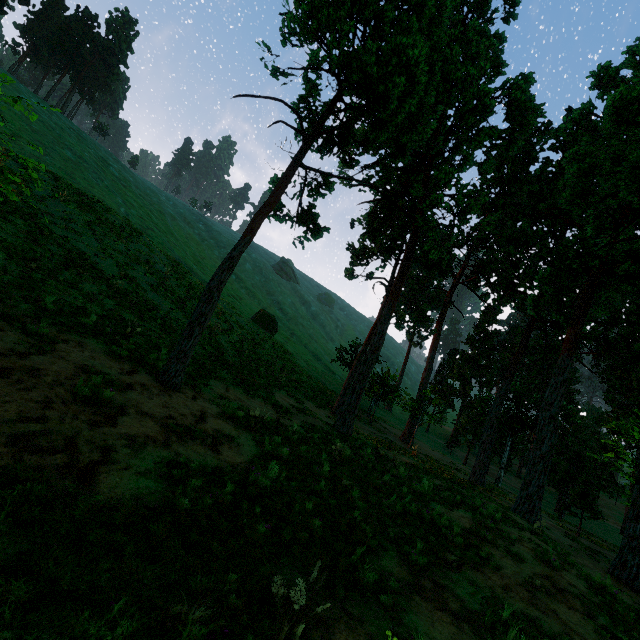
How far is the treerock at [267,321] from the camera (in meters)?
41.97

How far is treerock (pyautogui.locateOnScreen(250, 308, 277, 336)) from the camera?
42.0m

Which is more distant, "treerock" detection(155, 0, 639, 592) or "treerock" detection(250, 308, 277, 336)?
"treerock" detection(250, 308, 277, 336)

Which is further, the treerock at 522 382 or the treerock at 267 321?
the treerock at 267 321

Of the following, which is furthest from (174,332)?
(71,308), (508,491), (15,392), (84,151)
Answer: (84,151)
